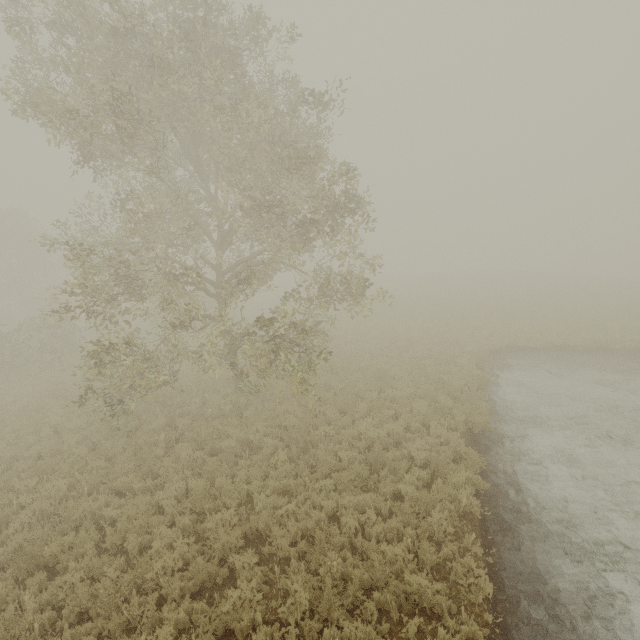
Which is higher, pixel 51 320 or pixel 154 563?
pixel 51 320
